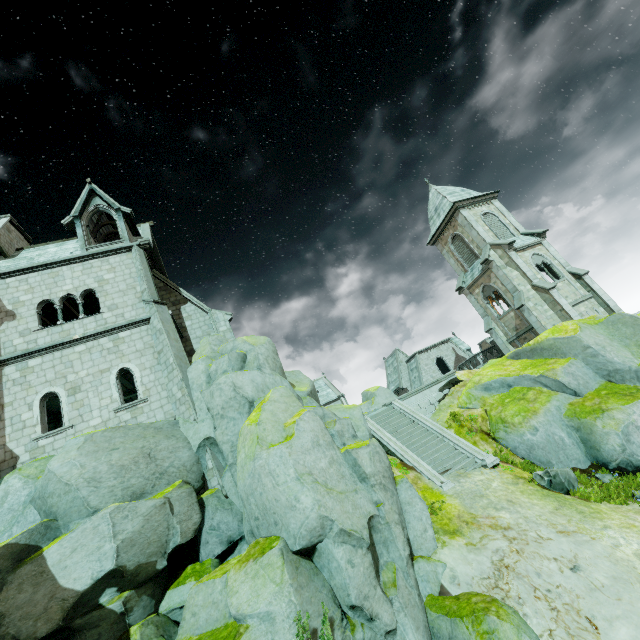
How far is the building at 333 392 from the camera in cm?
5723

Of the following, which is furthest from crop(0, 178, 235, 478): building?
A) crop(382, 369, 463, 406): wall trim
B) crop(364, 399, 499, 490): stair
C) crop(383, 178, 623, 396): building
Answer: crop(383, 178, 623, 396): building

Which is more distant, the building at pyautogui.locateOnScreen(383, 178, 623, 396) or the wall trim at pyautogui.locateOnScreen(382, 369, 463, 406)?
the building at pyautogui.locateOnScreen(383, 178, 623, 396)

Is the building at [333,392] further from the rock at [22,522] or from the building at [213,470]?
the building at [213,470]

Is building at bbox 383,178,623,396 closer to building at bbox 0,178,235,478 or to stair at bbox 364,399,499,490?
stair at bbox 364,399,499,490

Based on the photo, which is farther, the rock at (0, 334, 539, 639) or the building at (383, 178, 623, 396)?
the building at (383, 178, 623, 396)

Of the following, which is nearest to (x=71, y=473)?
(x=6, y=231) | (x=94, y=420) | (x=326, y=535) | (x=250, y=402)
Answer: (x=94, y=420)

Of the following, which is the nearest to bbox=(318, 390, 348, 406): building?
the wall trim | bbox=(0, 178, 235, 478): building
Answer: the wall trim
